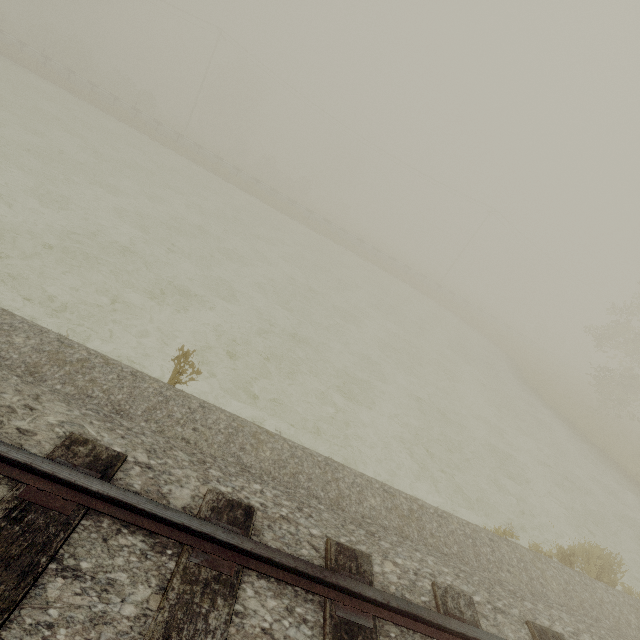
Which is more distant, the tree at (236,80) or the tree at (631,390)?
the tree at (236,80)

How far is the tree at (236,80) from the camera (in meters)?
50.50

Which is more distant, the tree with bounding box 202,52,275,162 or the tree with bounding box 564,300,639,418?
the tree with bounding box 202,52,275,162

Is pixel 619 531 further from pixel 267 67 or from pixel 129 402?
pixel 267 67

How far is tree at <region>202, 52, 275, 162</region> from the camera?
50.50m
